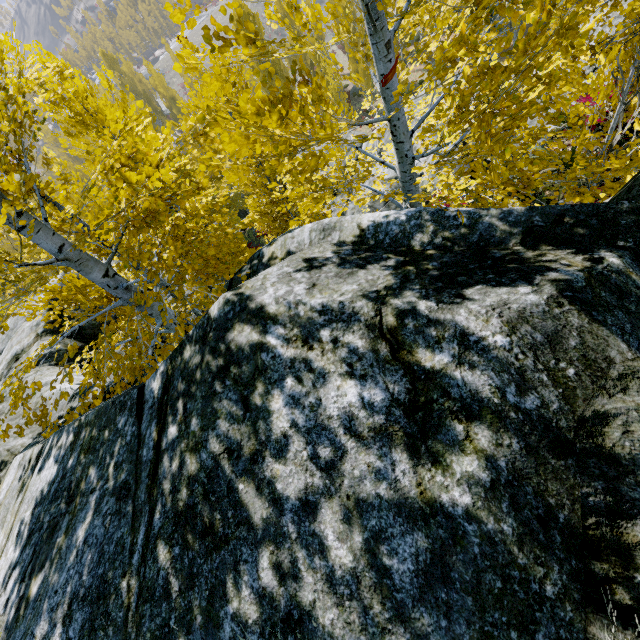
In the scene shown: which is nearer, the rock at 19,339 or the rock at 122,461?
the rock at 122,461

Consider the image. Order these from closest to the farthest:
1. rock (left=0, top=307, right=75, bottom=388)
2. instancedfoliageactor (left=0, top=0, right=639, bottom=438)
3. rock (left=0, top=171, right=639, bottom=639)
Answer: rock (left=0, top=171, right=639, bottom=639)
instancedfoliageactor (left=0, top=0, right=639, bottom=438)
rock (left=0, top=307, right=75, bottom=388)

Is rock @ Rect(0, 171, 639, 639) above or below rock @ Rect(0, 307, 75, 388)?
above

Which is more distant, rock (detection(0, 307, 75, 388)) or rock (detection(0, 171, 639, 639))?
rock (detection(0, 307, 75, 388))

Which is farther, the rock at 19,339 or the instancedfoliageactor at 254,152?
the rock at 19,339

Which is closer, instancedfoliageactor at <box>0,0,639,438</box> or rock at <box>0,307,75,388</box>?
instancedfoliageactor at <box>0,0,639,438</box>

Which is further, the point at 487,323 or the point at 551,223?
the point at 551,223
